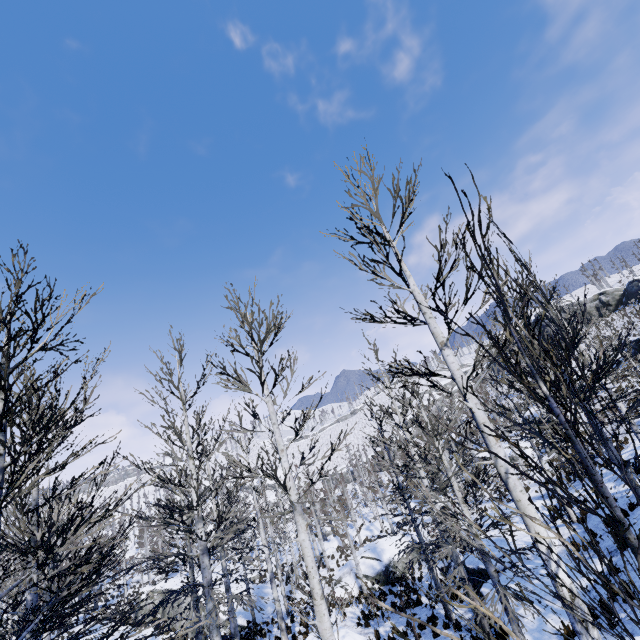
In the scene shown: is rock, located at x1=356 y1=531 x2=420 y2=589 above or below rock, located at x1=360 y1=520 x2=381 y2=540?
above

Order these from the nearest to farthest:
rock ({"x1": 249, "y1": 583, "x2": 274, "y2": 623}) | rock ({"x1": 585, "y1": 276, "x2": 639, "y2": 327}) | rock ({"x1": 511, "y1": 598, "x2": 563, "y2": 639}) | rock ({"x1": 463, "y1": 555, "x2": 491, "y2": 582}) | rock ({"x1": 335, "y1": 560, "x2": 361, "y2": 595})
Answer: rock ({"x1": 511, "y1": 598, "x2": 563, "y2": 639}) < rock ({"x1": 463, "y1": 555, "x2": 491, "y2": 582}) < rock ({"x1": 249, "y1": 583, "x2": 274, "y2": 623}) < rock ({"x1": 335, "y1": 560, "x2": 361, "y2": 595}) < rock ({"x1": 585, "y1": 276, "x2": 639, "y2": 327})

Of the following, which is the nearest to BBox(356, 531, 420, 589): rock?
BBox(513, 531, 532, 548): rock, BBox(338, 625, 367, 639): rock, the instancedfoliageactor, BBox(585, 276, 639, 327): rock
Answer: BBox(513, 531, 532, 548): rock

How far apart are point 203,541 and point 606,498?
9.8 meters

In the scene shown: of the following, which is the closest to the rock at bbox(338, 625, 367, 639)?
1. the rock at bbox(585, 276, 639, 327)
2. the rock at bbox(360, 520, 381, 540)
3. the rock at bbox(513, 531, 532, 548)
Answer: the rock at bbox(513, 531, 532, 548)

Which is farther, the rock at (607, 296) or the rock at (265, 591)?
the rock at (607, 296)

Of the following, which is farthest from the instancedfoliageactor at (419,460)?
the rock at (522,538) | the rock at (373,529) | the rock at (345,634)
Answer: the rock at (373,529)

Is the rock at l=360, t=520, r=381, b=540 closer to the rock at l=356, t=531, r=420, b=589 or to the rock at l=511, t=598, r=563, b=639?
the rock at l=356, t=531, r=420, b=589
